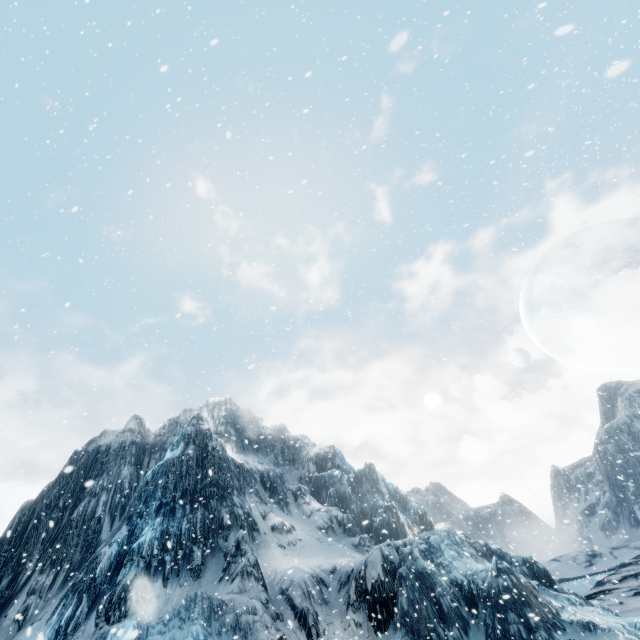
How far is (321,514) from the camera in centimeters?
2897cm
